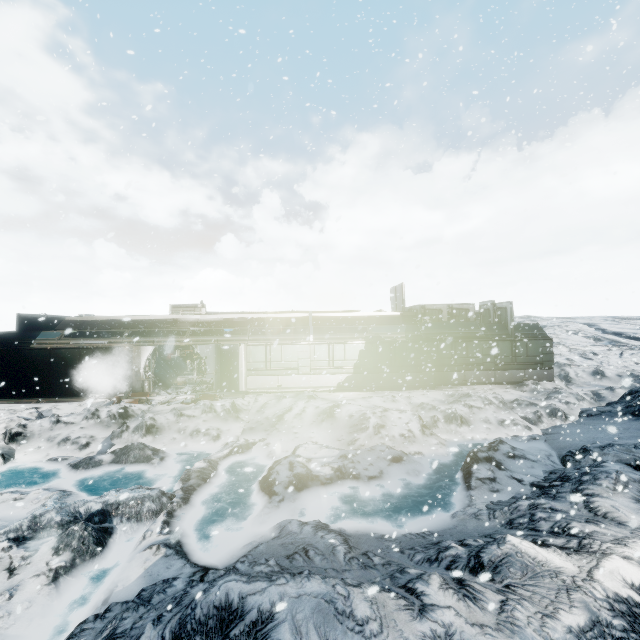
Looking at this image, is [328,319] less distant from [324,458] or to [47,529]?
[324,458]
